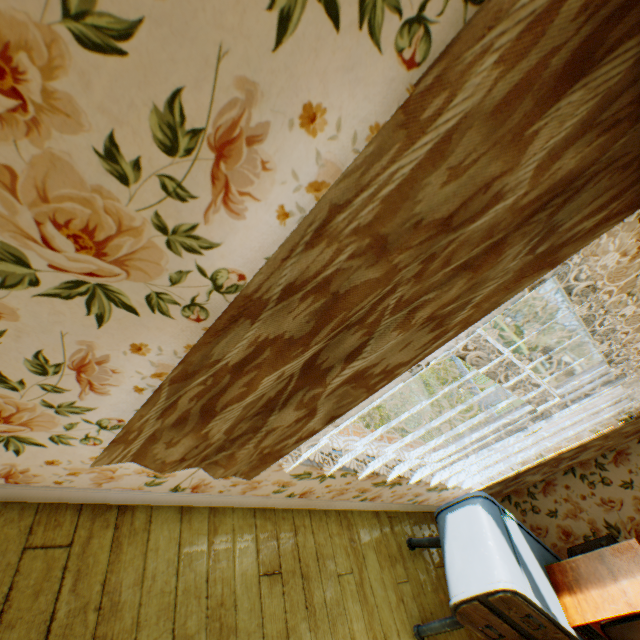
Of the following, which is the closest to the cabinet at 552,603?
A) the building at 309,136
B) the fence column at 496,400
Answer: the building at 309,136

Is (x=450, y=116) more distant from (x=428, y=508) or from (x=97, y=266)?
(x=428, y=508)

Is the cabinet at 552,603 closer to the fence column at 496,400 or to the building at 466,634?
the building at 466,634

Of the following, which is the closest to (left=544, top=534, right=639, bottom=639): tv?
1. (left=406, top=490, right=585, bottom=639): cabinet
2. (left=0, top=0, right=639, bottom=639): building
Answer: (left=406, top=490, right=585, bottom=639): cabinet

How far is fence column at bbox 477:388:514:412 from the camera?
23.41m

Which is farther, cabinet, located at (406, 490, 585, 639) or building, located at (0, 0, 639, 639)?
cabinet, located at (406, 490, 585, 639)

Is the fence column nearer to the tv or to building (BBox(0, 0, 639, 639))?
building (BBox(0, 0, 639, 639))
